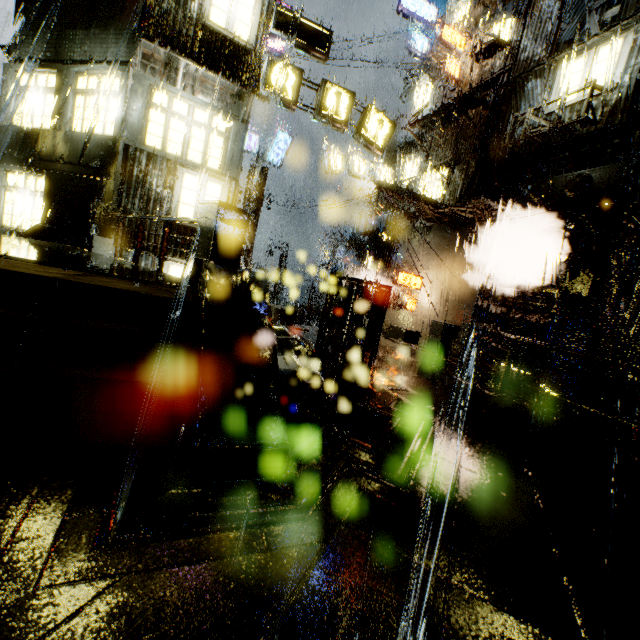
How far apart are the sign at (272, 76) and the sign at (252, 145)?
9.5m

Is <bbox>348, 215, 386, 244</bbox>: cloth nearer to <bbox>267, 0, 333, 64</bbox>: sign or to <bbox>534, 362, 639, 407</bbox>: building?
<bbox>534, 362, 639, 407</bbox>: building

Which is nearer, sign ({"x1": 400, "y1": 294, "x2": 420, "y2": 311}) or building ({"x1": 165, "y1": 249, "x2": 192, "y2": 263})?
building ({"x1": 165, "y1": 249, "x2": 192, "y2": 263})

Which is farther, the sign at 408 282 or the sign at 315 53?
the sign at 408 282

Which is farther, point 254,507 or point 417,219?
point 417,219

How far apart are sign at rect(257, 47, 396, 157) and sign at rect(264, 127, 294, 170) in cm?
954

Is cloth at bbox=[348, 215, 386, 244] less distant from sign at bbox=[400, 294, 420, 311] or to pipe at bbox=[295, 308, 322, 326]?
sign at bbox=[400, 294, 420, 311]

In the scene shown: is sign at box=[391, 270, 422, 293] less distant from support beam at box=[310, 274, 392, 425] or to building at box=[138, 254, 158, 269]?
building at box=[138, 254, 158, 269]
